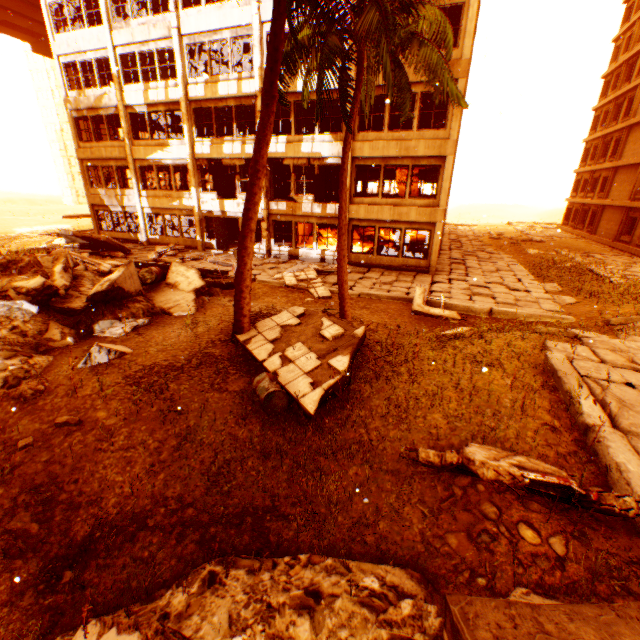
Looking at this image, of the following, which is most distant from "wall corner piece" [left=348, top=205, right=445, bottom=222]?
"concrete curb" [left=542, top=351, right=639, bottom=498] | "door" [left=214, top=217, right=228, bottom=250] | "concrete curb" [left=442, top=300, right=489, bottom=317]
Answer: "concrete curb" [left=542, top=351, right=639, bottom=498]

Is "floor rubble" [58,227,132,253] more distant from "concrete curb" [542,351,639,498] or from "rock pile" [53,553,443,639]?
"concrete curb" [542,351,639,498]

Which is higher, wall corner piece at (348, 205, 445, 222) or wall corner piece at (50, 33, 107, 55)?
wall corner piece at (50, 33, 107, 55)

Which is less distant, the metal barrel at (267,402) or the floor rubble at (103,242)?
the metal barrel at (267,402)

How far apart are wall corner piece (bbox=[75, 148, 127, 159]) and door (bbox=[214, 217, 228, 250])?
7.4m

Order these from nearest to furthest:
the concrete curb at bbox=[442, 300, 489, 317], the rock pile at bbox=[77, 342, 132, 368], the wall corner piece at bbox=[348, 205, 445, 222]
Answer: the rock pile at bbox=[77, 342, 132, 368], the concrete curb at bbox=[442, 300, 489, 317], the wall corner piece at bbox=[348, 205, 445, 222]

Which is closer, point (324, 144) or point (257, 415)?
point (257, 415)

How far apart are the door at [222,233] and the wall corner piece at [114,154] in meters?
7.4
